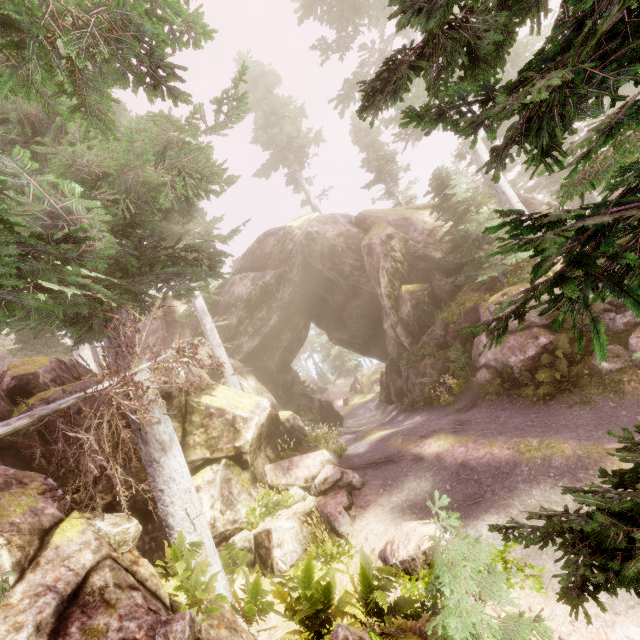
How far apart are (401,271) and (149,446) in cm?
1490

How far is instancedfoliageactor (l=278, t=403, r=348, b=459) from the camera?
13.1 meters

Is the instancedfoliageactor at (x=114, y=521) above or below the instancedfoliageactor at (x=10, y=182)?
below

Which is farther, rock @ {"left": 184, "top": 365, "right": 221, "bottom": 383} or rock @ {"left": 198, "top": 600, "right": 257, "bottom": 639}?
rock @ {"left": 184, "top": 365, "right": 221, "bottom": 383}

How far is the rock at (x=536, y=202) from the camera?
16.8 meters

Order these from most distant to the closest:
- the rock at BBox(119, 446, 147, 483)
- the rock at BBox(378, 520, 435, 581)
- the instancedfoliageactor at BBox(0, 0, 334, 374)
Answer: the rock at BBox(119, 446, 147, 483), the rock at BBox(378, 520, 435, 581), the instancedfoliageactor at BBox(0, 0, 334, 374)

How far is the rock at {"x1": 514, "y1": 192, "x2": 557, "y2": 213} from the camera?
16.77m
